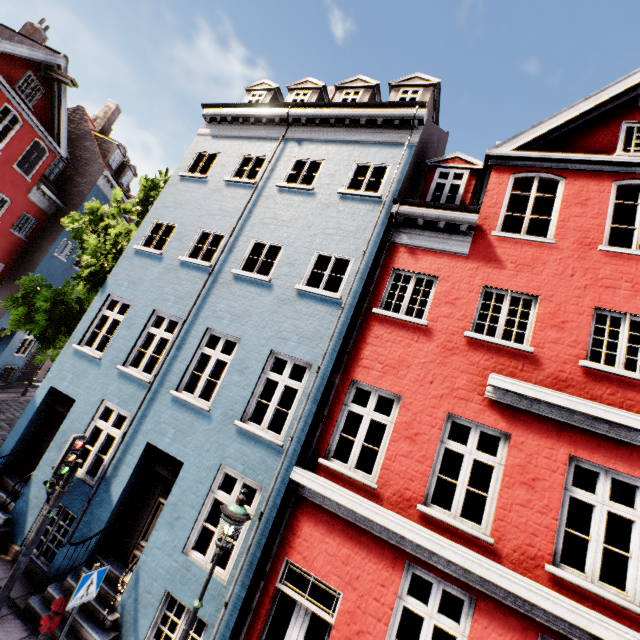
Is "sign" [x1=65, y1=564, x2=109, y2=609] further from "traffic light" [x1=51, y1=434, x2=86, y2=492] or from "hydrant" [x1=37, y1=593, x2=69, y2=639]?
"traffic light" [x1=51, y1=434, x2=86, y2=492]

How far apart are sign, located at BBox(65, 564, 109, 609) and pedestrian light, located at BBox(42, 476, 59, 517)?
1.58m

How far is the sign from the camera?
5.0m

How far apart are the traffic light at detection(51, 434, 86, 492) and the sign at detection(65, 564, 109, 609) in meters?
1.7

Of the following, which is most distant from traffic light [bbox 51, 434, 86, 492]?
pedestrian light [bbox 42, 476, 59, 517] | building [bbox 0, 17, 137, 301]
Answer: building [bbox 0, 17, 137, 301]

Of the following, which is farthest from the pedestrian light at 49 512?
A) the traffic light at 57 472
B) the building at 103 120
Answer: the building at 103 120

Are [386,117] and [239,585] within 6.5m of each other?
no

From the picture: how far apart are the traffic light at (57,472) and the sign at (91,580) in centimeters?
169cm
